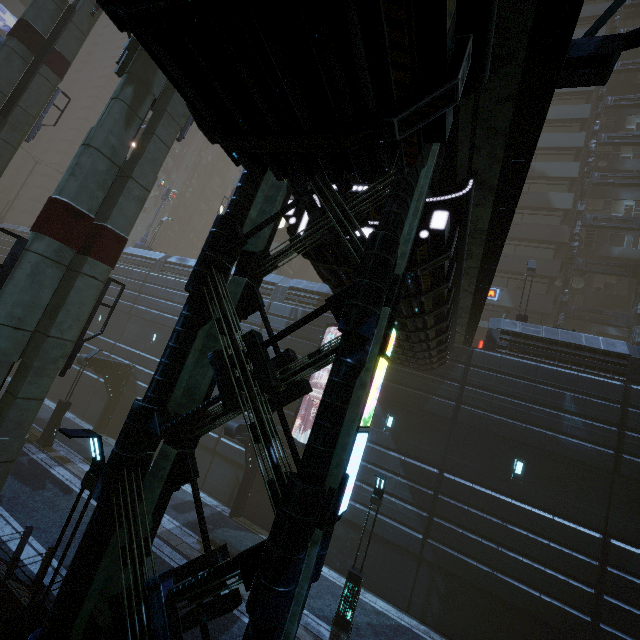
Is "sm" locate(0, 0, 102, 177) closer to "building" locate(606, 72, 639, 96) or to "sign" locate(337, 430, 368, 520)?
"building" locate(606, 72, 639, 96)

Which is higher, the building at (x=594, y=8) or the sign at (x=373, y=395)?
the building at (x=594, y=8)

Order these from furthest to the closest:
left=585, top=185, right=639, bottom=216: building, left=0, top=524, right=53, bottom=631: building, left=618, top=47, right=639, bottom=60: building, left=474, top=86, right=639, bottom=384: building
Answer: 1. left=618, top=47, right=639, bottom=60: building
2. left=585, top=185, right=639, bottom=216: building
3. left=474, top=86, right=639, bottom=384: building
4. left=0, top=524, right=53, bottom=631: building

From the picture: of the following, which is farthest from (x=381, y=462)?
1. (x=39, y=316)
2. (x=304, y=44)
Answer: (x=304, y=44)

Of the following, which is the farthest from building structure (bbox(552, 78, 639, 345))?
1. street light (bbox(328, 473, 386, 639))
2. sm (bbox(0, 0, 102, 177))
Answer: sm (bbox(0, 0, 102, 177))

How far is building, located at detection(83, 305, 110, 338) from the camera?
25.9 meters

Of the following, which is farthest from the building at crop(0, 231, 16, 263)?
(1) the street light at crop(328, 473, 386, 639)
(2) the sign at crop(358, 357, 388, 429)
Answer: (1) the street light at crop(328, 473, 386, 639)

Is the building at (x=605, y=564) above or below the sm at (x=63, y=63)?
below
